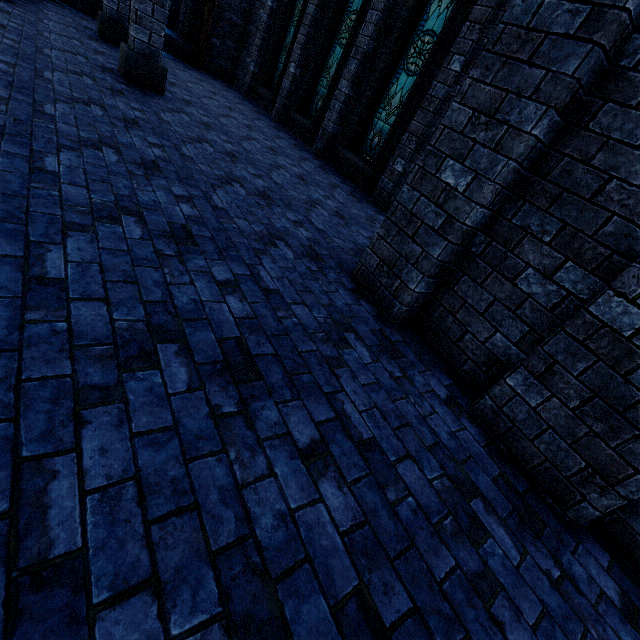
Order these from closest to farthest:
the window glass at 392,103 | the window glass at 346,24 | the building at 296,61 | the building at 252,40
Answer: the window glass at 392,103 < the window glass at 346,24 < the building at 296,61 < the building at 252,40

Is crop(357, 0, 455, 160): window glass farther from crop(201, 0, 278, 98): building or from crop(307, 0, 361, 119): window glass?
crop(307, 0, 361, 119): window glass

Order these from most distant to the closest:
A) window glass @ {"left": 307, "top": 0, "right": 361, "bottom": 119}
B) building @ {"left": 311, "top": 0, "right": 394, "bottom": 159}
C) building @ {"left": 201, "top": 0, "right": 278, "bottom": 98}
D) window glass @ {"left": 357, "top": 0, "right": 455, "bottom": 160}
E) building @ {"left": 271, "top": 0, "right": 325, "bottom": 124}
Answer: building @ {"left": 201, "top": 0, "right": 278, "bottom": 98} < building @ {"left": 271, "top": 0, "right": 325, "bottom": 124} < window glass @ {"left": 307, "top": 0, "right": 361, "bottom": 119} < building @ {"left": 311, "top": 0, "right": 394, "bottom": 159} < window glass @ {"left": 357, "top": 0, "right": 455, "bottom": 160}

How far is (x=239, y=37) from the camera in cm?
1257

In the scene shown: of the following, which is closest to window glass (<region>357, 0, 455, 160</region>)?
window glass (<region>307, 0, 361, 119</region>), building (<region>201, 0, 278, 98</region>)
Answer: building (<region>201, 0, 278, 98</region>)

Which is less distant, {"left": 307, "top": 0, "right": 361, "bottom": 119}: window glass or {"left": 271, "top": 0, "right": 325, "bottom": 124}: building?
{"left": 307, "top": 0, "right": 361, "bottom": 119}: window glass

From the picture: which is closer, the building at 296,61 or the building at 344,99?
the building at 344,99
